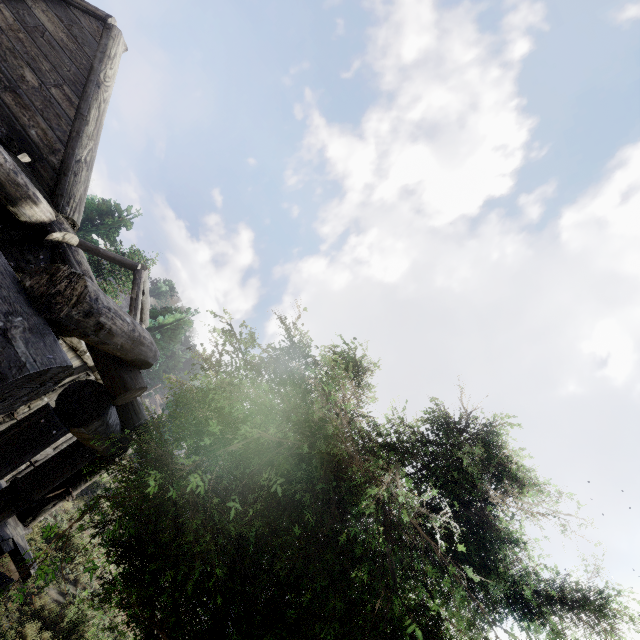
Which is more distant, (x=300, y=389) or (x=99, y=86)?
(x=99, y=86)
